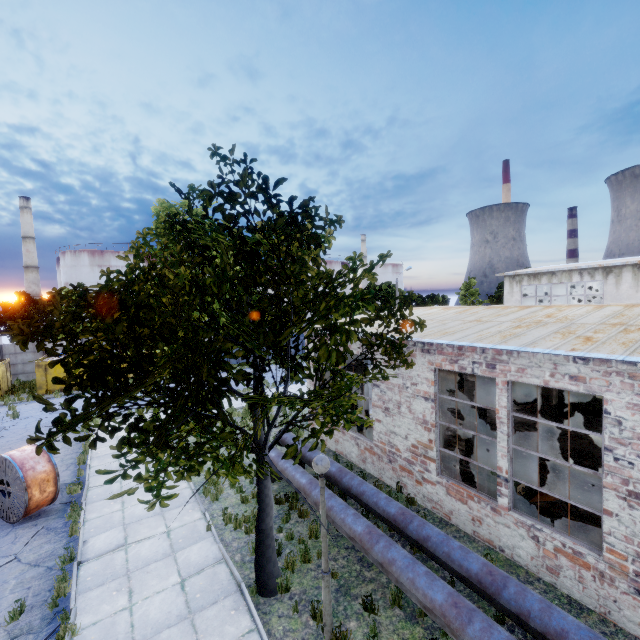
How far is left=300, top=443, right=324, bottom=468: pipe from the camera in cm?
1042

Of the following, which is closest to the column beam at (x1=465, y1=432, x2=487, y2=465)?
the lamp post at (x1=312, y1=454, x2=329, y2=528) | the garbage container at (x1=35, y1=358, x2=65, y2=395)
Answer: the lamp post at (x1=312, y1=454, x2=329, y2=528)

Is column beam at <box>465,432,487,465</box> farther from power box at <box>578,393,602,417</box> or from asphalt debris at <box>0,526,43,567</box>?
asphalt debris at <box>0,526,43,567</box>

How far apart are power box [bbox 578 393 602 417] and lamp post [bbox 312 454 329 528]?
16.3m

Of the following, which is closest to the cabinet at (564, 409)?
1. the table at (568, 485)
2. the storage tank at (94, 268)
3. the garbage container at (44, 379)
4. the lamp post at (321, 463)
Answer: the table at (568, 485)

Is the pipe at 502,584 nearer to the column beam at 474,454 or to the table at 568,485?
the table at 568,485

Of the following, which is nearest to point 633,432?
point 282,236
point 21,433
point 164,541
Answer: point 282,236

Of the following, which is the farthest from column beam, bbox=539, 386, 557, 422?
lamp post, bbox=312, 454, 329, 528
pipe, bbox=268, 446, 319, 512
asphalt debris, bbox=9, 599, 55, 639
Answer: asphalt debris, bbox=9, 599, 55, 639
